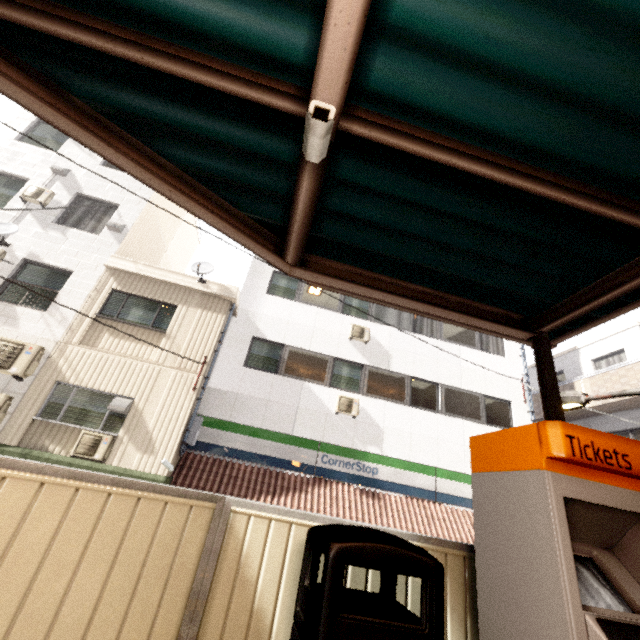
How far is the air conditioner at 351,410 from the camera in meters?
10.6

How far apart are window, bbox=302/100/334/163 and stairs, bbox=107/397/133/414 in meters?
8.8 m

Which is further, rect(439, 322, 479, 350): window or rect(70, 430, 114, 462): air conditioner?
rect(439, 322, 479, 350): window

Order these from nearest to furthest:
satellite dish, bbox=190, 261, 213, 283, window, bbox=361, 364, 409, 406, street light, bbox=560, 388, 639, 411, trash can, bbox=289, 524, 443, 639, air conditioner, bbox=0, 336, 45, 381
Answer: trash can, bbox=289, 524, 443, 639
street light, bbox=560, 388, 639, 411
air conditioner, bbox=0, 336, 45, 381
satellite dish, bbox=190, 261, 213, 283
window, bbox=361, 364, 409, 406

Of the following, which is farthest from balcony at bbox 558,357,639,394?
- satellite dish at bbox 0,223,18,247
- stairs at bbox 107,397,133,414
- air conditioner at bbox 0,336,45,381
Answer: satellite dish at bbox 0,223,18,247

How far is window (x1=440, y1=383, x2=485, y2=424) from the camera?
11.65m

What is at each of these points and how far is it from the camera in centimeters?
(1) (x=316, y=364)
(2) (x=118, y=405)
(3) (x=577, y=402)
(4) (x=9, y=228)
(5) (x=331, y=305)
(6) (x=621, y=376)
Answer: (1) window, 1136cm
(2) stairs, 827cm
(3) street light, 410cm
(4) satellite dish, 970cm
(5) window, 1261cm
(6) balcony, 1227cm

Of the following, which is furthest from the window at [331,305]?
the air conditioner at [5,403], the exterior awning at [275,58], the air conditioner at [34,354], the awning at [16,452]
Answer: the exterior awning at [275,58]
